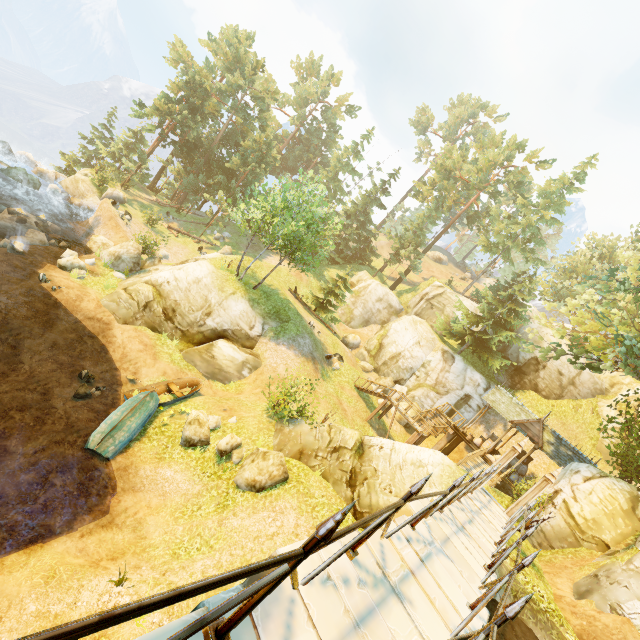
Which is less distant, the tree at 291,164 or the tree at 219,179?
the tree at 219,179

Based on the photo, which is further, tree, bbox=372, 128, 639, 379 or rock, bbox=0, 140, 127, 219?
rock, bbox=0, 140, 127, 219

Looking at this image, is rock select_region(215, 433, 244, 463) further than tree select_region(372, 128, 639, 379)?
No

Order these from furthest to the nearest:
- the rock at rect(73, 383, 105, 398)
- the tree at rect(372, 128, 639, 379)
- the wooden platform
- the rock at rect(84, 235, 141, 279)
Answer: the rock at rect(84, 235, 141, 279)
the wooden platform
the tree at rect(372, 128, 639, 379)
the rock at rect(73, 383, 105, 398)

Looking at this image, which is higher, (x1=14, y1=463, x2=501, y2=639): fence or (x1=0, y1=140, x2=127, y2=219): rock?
(x1=14, y1=463, x2=501, y2=639): fence

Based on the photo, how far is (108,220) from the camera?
28.3m

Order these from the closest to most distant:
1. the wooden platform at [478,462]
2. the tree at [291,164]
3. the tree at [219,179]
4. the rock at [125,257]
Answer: the wooden platform at [478,462] → the rock at [125,257] → the tree at [219,179] → the tree at [291,164]

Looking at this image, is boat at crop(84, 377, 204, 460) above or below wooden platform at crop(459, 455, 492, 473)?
below
